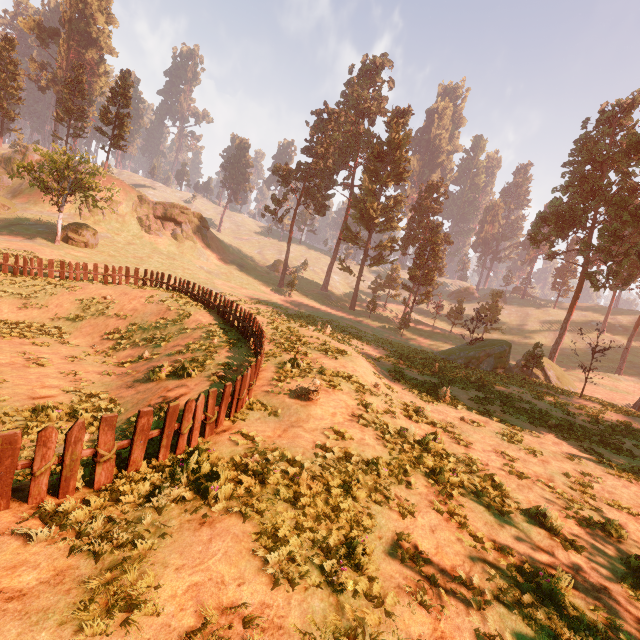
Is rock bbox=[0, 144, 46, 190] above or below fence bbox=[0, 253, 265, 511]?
above

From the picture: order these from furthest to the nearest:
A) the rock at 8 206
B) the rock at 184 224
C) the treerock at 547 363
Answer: the rock at 184 224
the rock at 8 206
the treerock at 547 363

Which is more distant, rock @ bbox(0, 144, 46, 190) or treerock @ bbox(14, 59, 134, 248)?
rock @ bbox(0, 144, 46, 190)

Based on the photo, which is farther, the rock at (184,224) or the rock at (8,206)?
the rock at (184,224)

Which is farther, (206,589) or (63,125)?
(63,125)

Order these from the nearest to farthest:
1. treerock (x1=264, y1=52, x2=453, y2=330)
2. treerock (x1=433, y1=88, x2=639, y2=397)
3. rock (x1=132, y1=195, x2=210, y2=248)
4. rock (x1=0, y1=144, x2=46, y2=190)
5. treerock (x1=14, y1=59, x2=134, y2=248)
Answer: treerock (x1=433, y1=88, x2=639, y2=397), treerock (x1=14, y1=59, x2=134, y2=248), rock (x1=0, y1=144, x2=46, y2=190), treerock (x1=264, y1=52, x2=453, y2=330), rock (x1=132, y1=195, x2=210, y2=248)

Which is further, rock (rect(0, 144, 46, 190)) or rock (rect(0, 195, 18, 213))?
rock (rect(0, 144, 46, 190))

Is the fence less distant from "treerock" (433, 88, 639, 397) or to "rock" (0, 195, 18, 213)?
"treerock" (433, 88, 639, 397)
